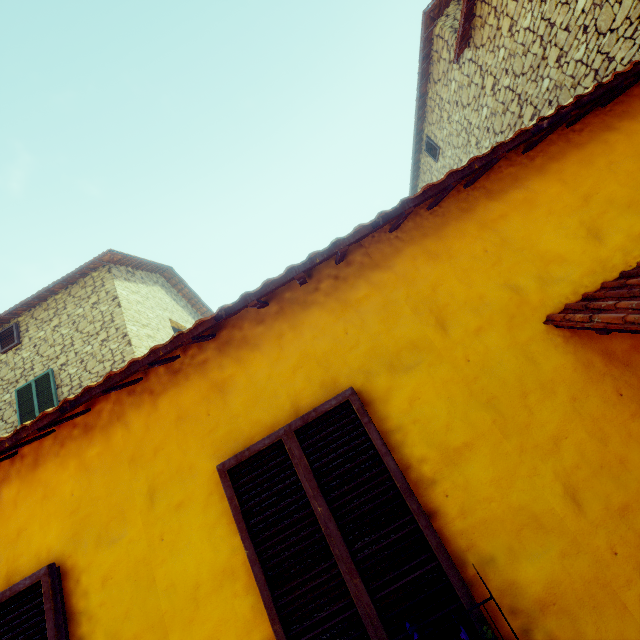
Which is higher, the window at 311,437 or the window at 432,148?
the window at 432,148

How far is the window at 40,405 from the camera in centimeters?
796cm

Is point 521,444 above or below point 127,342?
below

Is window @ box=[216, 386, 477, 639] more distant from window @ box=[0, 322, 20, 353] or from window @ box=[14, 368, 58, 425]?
window @ box=[0, 322, 20, 353]

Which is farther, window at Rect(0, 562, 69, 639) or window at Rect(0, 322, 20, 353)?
window at Rect(0, 322, 20, 353)

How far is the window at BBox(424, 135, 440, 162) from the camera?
10.4m

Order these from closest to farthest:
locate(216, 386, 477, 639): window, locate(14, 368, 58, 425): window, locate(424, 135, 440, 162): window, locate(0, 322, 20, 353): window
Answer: locate(216, 386, 477, 639): window < locate(14, 368, 58, 425): window < locate(0, 322, 20, 353): window < locate(424, 135, 440, 162): window

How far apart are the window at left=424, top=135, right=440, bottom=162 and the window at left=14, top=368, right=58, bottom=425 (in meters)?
12.92
